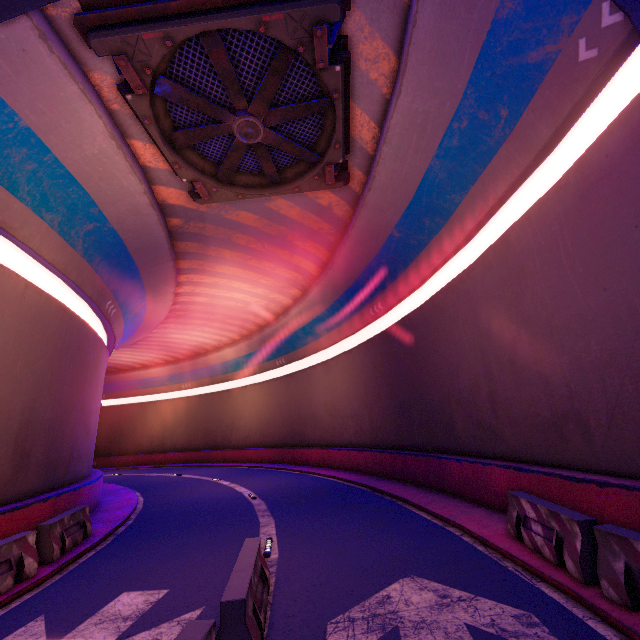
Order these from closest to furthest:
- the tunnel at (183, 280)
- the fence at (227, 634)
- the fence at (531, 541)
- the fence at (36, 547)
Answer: the fence at (227, 634), the fence at (531, 541), the tunnel at (183, 280), the fence at (36, 547)

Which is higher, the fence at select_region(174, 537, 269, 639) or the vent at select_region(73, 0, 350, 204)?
the vent at select_region(73, 0, 350, 204)

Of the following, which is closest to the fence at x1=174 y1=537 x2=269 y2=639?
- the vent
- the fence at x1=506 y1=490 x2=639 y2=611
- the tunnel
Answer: the tunnel

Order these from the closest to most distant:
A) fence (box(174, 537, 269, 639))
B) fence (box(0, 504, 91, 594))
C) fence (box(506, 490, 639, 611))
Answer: fence (box(174, 537, 269, 639)) → fence (box(506, 490, 639, 611)) → fence (box(0, 504, 91, 594))

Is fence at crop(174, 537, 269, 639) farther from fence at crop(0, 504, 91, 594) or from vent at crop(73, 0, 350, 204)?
vent at crop(73, 0, 350, 204)

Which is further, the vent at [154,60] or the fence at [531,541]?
the vent at [154,60]

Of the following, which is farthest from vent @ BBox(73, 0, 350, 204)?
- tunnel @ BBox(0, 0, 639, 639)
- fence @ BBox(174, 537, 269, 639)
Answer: fence @ BBox(174, 537, 269, 639)

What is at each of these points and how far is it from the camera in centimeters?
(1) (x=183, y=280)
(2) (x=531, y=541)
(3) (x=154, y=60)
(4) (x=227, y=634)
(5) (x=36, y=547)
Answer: (1) tunnel, 1906cm
(2) fence, 643cm
(3) vent, 725cm
(4) fence, 389cm
(5) fence, 782cm
